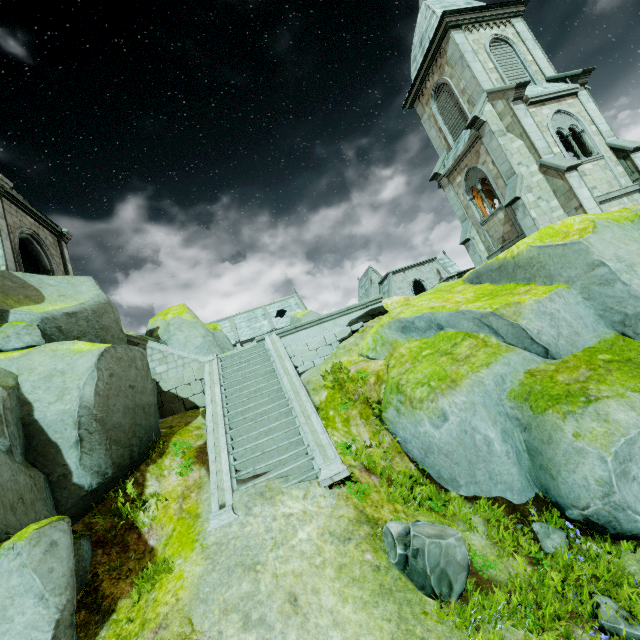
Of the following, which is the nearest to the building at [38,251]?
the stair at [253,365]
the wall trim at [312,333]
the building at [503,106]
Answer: the stair at [253,365]

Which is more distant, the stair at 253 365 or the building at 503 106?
the building at 503 106

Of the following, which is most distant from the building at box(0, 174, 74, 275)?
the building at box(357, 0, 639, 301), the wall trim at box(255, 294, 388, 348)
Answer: the building at box(357, 0, 639, 301)

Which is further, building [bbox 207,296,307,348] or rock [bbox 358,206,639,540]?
building [bbox 207,296,307,348]

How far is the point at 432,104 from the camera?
20.56m

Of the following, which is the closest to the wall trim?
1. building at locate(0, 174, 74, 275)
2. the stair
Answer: the stair

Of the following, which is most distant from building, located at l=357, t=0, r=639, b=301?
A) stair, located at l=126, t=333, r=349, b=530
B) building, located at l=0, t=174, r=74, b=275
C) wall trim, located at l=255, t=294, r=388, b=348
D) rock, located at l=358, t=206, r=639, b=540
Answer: building, located at l=0, t=174, r=74, b=275

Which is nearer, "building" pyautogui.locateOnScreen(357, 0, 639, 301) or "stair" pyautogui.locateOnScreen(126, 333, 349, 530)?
"stair" pyautogui.locateOnScreen(126, 333, 349, 530)
